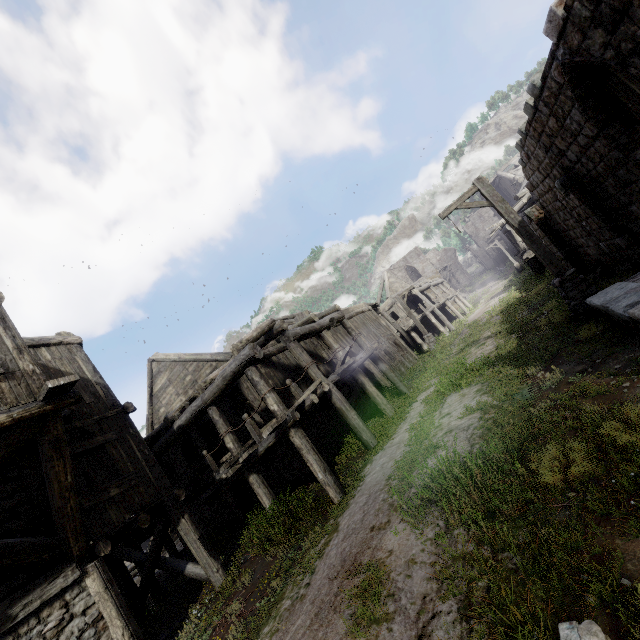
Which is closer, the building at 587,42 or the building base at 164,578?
the building at 587,42

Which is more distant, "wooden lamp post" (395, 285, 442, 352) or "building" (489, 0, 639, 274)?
"wooden lamp post" (395, 285, 442, 352)

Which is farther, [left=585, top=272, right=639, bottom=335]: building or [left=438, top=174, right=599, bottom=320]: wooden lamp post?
[left=438, top=174, right=599, bottom=320]: wooden lamp post

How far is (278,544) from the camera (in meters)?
8.17

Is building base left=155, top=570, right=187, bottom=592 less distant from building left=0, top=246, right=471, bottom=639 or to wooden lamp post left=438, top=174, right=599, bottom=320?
building left=0, top=246, right=471, bottom=639

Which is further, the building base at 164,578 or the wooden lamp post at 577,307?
the building base at 164,578

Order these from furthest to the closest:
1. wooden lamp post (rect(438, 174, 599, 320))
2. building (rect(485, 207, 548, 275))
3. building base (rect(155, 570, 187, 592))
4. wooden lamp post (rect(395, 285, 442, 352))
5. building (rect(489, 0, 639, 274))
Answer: wooden lamp post (rect(395, 285, 442, 352)) < building (rect(485, 207, 548, 275)) < building base (rect(155, 570, 187, 592)) < wooden lamp post (rect(438, 174, 599, 320)) < building (rect(489, 0, 639, 274))

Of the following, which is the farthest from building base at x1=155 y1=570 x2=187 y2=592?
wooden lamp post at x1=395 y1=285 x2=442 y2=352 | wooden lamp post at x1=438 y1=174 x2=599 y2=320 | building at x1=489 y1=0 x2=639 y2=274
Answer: wooden lamp post at x1=438 y1=174 x2=599 y2=320
